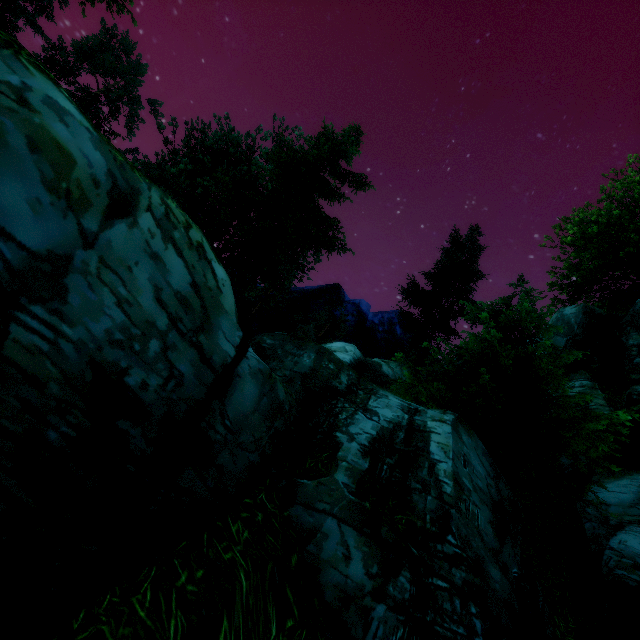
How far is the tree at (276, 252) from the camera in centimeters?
1322cm

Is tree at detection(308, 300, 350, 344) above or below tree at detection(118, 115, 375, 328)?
above

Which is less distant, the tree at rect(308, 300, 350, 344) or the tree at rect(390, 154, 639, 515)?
the tree at rect(390, 154, 639, 515)

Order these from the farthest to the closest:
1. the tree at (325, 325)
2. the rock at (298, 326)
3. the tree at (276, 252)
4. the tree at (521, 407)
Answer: the tree at (325, 325) < the rock at (298, 326) < the tree at (276, 252) < the tree at (521, 407)

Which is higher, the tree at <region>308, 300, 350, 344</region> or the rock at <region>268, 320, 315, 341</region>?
the tree at <region>308, 300, 350, 344</region>

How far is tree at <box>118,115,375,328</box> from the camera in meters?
13.2

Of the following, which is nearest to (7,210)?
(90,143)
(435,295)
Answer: (90,143)

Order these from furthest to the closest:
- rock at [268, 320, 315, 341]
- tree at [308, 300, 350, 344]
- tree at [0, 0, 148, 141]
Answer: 1. tree at [308, 300, 350, 344]
2. rock at [268, 320, 315, 341]
3. tree at [0, 0, 148, 141]
